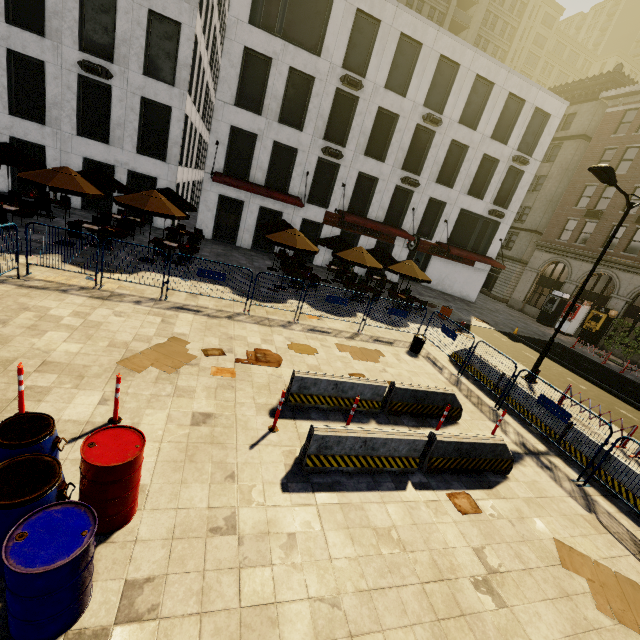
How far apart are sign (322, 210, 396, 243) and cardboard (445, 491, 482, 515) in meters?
19.5 m

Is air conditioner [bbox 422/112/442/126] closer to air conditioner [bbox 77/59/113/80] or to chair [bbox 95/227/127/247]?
air conditioner [bbox 77/59/113/80]

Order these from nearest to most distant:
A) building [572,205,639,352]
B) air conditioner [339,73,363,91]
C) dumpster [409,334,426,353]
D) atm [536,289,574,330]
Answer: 1. dumpster [409,334,426,353]
2. air conditioner [339,73,363,91]
3. building [572,205,639,352]
4. atm [536,289,574,330]

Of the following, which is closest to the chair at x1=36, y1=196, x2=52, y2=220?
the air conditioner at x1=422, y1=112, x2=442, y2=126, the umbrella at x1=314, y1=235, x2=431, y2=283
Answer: the umbrella at x1=314, y1=235, x2=431, y2=283

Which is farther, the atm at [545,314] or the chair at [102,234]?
the atm at [545,314]

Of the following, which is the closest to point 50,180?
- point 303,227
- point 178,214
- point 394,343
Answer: point 178,214

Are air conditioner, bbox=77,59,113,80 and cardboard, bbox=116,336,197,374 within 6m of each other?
no

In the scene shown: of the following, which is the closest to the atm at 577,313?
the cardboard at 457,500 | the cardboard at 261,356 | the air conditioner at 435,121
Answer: the air conditioner at 435,121
